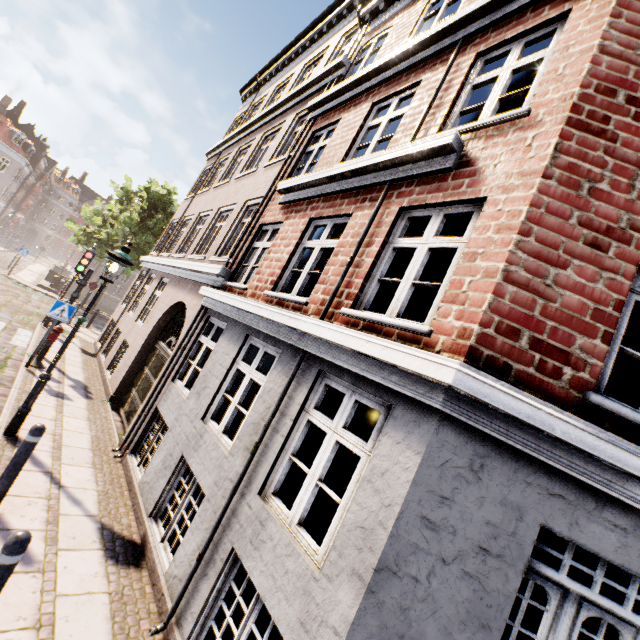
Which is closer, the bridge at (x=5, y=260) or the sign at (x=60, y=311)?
the sign at (x=60, y=311)

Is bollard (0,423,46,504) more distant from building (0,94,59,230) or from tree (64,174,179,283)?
building (0,94,59,230)

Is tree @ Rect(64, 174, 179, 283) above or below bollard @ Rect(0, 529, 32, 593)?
above

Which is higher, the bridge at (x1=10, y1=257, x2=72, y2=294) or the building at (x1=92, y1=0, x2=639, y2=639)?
the building at (x1=92, y1=0, x2=639, y2=639)

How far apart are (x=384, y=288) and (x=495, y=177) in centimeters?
679cm

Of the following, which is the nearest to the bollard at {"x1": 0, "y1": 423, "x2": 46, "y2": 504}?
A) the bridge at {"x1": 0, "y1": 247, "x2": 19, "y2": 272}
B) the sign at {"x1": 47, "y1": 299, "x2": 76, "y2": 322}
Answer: the sign at {"x1": 47, "y1": 299, "x2": 76, "y2": 322}

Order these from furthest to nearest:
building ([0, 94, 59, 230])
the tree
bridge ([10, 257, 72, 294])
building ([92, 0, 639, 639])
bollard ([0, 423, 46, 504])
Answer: building ([0, 94, 59, 230])
bridge ([10, 257, 72, 294])
the tree
bollard ([0, 423, 46, 504])
building ([92, 0, 639, 639])

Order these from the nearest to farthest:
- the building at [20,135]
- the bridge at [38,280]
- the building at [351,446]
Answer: the building at [351,446] → the bridge at [38,280] → the building at [20,135]
